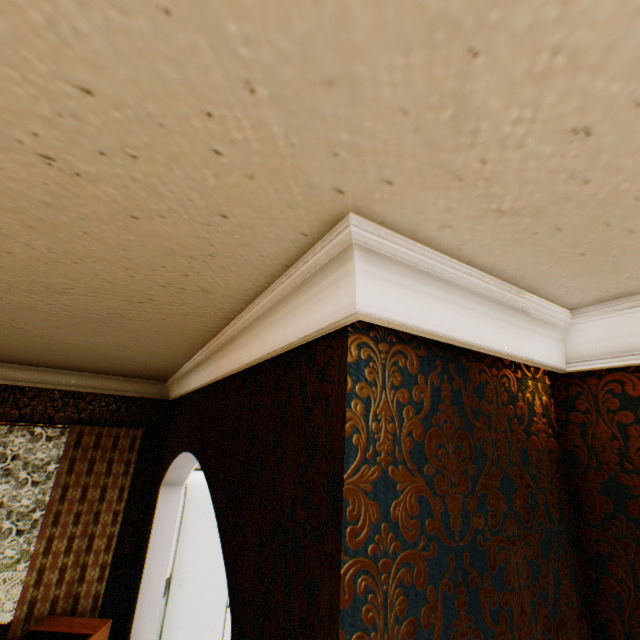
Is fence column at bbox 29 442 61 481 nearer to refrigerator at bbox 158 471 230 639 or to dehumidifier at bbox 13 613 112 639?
refrigerator at bbox 158 471 230 639

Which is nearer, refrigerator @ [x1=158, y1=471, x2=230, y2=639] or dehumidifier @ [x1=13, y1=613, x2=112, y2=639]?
dehumidifier @ [x1=13, y1=613, x2=112, y2=639]

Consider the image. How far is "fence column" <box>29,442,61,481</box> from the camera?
15.1 meters

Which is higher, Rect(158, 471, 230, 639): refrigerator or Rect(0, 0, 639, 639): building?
Rect(0, 0, 639, 639): building

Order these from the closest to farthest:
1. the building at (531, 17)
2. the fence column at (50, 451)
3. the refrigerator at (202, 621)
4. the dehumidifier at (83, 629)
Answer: the building at (531, 17)
the dehumidifier at (83, 629)
the refrigerator at (202, 621)
the fence column at (50, 451)

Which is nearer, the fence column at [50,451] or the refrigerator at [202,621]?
the refrigerator at [202,621]

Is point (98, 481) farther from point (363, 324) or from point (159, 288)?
point (363, 324)

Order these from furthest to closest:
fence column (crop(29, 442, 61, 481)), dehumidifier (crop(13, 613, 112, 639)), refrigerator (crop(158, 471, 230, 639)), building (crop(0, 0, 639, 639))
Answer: fence column (crop(29, 442, 61, 481)), refrigerator (crop(158, 471, 230, 639)), dehumidifier (crop(13, 613, 112, 639)), building (crop(0, 0, 639, 639))
